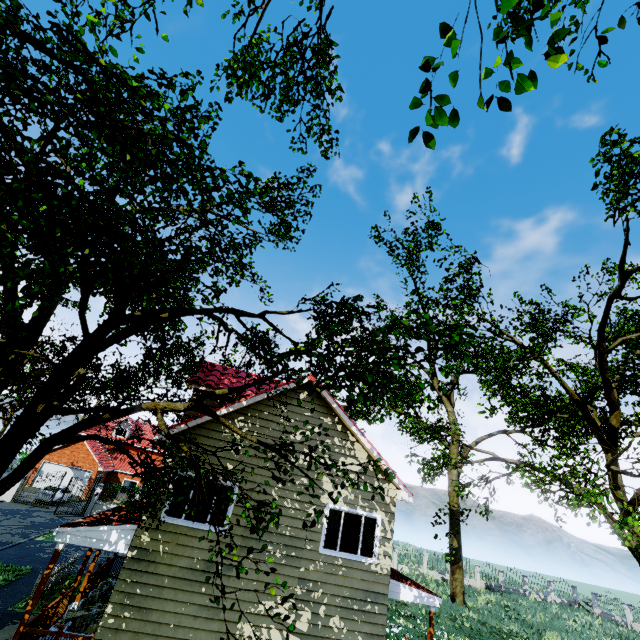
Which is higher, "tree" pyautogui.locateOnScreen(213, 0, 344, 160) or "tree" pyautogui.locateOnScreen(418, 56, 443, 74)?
"tree" pyautogui.locateOnScreen(213, 0, 344, 160)

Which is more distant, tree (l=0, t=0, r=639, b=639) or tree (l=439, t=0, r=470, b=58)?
tree (l=0, t=0, r=639, b=639)

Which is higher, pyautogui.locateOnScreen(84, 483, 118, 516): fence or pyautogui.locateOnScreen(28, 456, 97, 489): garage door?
pyautogui.locateOnScreen(28, 456, 97, 489): garage door

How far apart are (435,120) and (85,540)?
12.80m

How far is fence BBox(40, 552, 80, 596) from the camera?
13.12m

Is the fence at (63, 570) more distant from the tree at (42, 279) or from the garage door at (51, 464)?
the garage door at (51, 464)

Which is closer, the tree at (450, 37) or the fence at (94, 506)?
the tree at (450, 37)

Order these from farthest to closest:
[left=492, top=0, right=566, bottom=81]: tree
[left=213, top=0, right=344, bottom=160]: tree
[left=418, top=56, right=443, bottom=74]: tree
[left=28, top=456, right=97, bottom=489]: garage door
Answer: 1. [left=28, top=456, right=97, bottom=489]: garage door
2. [left=213, top=0, right=344, bottom=160]: tree
3. [left=418, top=56, right=443, bottom=74]: tree
4. [left=492, top=0, right=566, bottom=81]: tree
